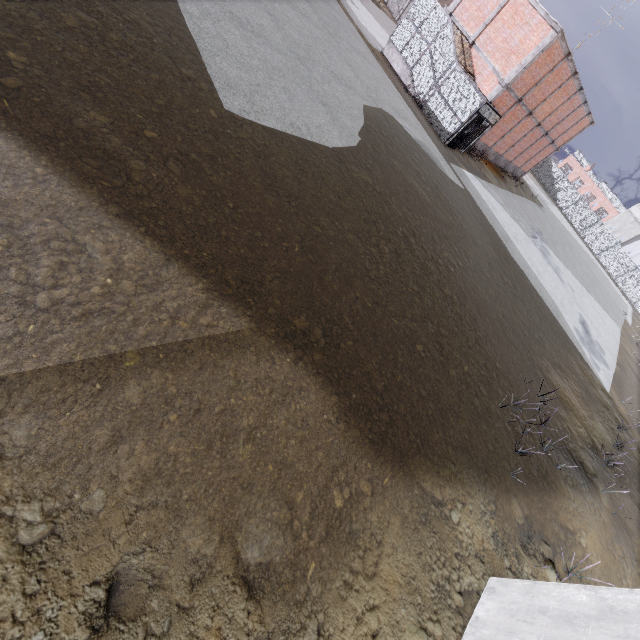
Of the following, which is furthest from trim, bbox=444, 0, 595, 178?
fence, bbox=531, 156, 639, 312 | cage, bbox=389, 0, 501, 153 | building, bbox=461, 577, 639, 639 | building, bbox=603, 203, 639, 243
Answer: building, bbox=603, 203, 639, 243

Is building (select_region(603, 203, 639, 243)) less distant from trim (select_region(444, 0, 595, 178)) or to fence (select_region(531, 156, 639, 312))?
fence (select_region(531, 156, 639, 312))

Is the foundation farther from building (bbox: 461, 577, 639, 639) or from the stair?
building (bbox: 461, 577, 639, 639)

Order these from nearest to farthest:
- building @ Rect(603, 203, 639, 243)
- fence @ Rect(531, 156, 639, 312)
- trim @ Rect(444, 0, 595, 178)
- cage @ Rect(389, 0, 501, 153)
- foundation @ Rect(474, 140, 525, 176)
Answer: trim @ Rect(444, 0, 595, 178) → cage @ Rect(389, 0, 501, 153) → foundation @ Rect(474, 140, 525, 176) → fence @ Rect(531, 156, 639, 312) → building @ Rect(603, 203, 639, 243)

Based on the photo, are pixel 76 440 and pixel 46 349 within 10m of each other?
yes

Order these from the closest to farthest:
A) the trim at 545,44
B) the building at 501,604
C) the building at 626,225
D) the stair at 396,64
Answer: the building at 501,604 < the trim at 545,44 < the stair at 396,64 < the building at 626,225

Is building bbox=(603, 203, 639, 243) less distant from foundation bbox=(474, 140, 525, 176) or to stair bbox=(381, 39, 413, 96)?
foundation bbox=(474, 140, 525, 176)

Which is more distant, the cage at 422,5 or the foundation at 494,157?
the foundation at 494,157
